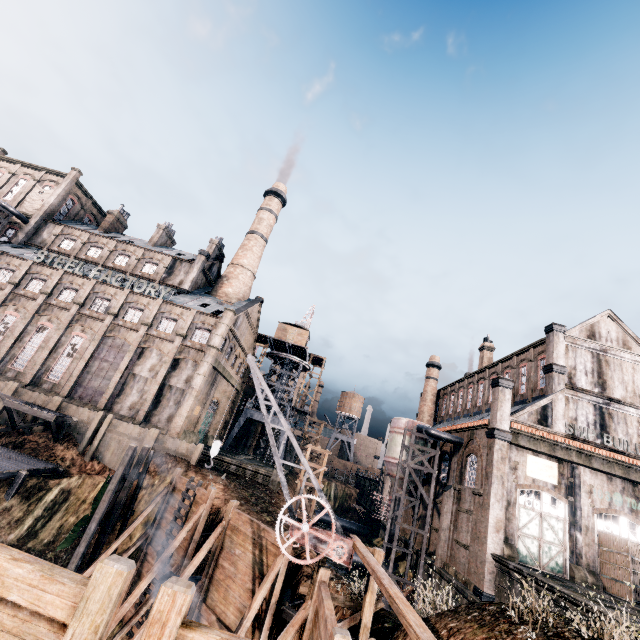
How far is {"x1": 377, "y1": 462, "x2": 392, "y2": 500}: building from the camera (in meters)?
51.43

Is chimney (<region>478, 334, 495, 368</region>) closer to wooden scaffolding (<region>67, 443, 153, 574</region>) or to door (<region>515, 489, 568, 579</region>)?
door (<region>515, 489, 568, 579</region>)

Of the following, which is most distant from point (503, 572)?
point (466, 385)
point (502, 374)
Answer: point (466, 385)

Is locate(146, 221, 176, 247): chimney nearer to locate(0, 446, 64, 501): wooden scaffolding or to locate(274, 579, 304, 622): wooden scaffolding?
locate(0, 446, 64, 501): wooden scaffolding

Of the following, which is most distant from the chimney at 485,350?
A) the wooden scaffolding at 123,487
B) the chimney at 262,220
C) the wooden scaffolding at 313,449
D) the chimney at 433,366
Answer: the wooden scaffolding at 123,487

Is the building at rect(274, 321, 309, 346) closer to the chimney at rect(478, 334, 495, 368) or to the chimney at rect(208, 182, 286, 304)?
the chimney at rect(208, 182, 286, 304)

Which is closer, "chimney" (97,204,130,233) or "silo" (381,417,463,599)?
"silo" (381,417,463,599)

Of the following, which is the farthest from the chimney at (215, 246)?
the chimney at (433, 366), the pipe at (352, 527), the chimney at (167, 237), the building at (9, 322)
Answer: the pipe at (352, 527)
